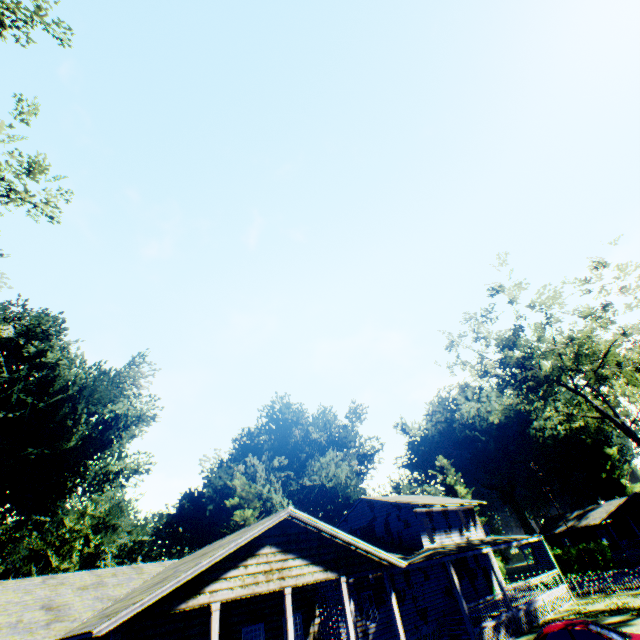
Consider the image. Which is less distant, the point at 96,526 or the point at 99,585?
the point at 99,585

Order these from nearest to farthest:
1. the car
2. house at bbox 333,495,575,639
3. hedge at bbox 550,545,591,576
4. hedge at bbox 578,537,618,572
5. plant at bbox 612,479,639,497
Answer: the car < house at bbox 333,495,575,639 < hedge at bbox 578,537,618,572 < hedge at bbox 550,545,591,576 < plant at bbox 612,479,639,497

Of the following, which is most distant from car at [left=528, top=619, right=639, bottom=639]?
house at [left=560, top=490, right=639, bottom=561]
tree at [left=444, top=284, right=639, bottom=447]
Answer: house at [left=560, top=490, right=639, bottom=561]

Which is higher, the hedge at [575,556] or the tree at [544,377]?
the tree at [544,377]

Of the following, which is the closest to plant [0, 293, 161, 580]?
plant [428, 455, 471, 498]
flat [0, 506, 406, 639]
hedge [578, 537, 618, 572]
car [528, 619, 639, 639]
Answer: flat [0, 506, 406, 639]

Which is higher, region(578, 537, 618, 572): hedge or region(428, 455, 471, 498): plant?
region(428, 455, 471, 498): plant

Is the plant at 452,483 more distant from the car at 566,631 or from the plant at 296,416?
the car at 566,631

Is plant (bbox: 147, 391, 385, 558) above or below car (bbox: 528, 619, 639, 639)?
above
